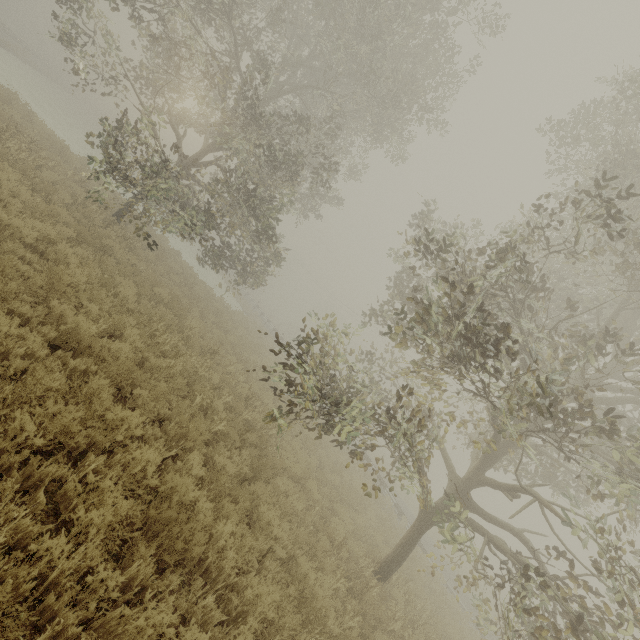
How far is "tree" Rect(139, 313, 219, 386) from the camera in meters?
7.1

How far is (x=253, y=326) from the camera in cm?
2730

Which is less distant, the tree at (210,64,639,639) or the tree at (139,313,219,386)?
the tree at (210,64,639,639)

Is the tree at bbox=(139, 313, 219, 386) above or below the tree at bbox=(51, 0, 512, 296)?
below

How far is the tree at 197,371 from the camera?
7.15m

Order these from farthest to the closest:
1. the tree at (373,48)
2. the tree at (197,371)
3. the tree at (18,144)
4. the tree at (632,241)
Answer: the tree at (373,48), the tree at (18,144), the tree at (197,371), the tree at (632,241)

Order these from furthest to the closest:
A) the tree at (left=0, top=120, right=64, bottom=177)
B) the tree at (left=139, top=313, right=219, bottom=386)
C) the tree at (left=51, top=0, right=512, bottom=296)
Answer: the tree at (left=51, top=0, right=512, bottom=296) → the tree at (left=0, top=120, right=64, bottom=177) → the tree at (left=139, top=313, right=219, bottom=386)
